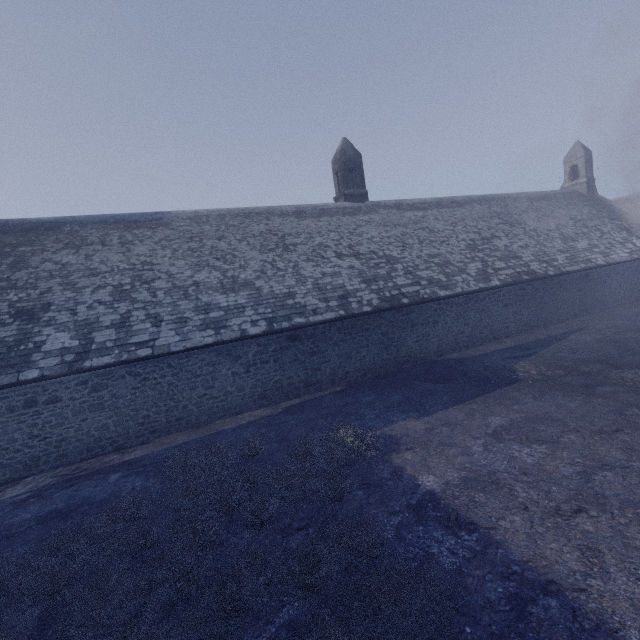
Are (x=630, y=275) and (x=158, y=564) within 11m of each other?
no
